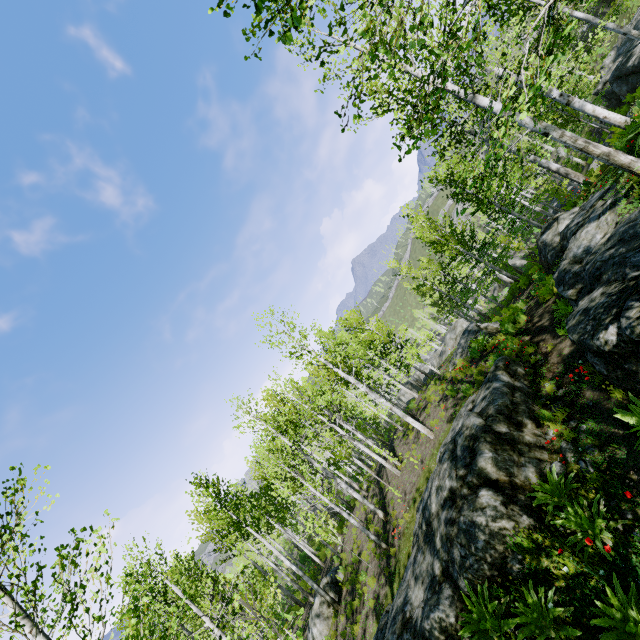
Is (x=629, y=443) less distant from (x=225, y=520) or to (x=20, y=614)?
(x=20, y=614)

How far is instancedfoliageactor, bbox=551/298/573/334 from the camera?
9.2 meters

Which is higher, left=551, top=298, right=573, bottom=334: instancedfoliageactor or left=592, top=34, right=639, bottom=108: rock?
left=592, top=34, right=639, bottom=108: rock

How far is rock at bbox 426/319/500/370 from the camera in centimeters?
1501cm

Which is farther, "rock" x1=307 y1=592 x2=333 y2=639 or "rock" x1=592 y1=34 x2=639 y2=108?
"rock" x1=592 y1=34 x2=639 y2=108

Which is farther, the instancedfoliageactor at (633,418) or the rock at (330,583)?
the rock at (330,583)

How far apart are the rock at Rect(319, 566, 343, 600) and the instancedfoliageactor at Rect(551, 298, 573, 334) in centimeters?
1562cm

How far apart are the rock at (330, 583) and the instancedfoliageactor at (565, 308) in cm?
1562
